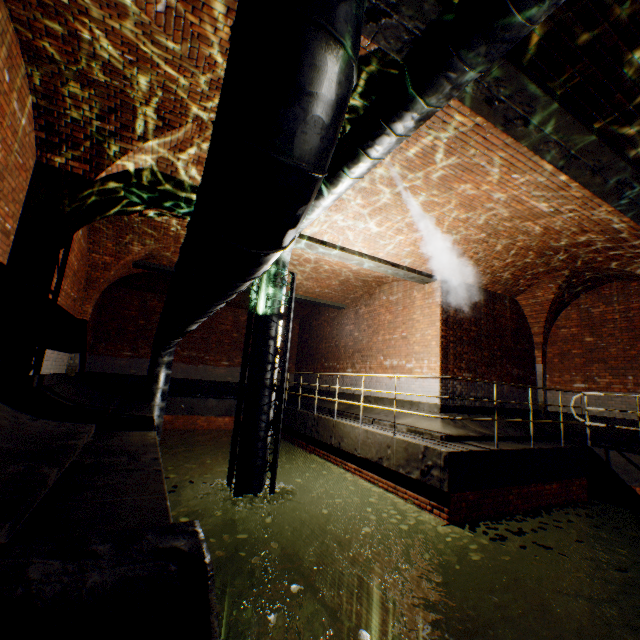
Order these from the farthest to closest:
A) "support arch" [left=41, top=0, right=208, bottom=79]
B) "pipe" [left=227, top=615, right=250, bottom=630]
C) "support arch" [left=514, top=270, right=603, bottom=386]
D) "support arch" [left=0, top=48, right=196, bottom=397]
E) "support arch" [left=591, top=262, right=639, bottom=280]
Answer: "support arch" [left=514, top=270, right=603, bottom=386] → "support arch" [left=591, top=262, right=639, bottom=280] → "pipe" [left=227, top=615, right=250, bottom=630] → "support arch" [left=0, top=48, right=196, bottom=397] → "support arch" [left=41, top=0, right=208, bottom=79]

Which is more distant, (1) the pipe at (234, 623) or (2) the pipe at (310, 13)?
(1) the pipe at (234, 623)

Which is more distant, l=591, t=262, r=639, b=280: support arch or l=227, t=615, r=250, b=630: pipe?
l=591, t=262, r=639, b=280: support arch

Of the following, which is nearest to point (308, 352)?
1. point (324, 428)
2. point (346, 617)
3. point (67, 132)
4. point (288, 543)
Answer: point (324, 428)

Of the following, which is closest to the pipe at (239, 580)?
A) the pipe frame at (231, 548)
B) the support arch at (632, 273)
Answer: the pipe frame at (231, 548)

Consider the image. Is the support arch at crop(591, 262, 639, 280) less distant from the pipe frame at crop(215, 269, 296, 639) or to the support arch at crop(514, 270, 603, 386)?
the support arch at crop(514, 270, 603, 386)

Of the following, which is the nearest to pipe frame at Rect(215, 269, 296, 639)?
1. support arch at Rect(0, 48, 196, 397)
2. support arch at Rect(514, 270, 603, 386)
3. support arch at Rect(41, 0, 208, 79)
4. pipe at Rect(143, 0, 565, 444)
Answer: pipe at Rect(143, 0, 565, 444)

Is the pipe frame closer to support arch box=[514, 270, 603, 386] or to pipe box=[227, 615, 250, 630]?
pipe box=[227, 615, 250, 630]
